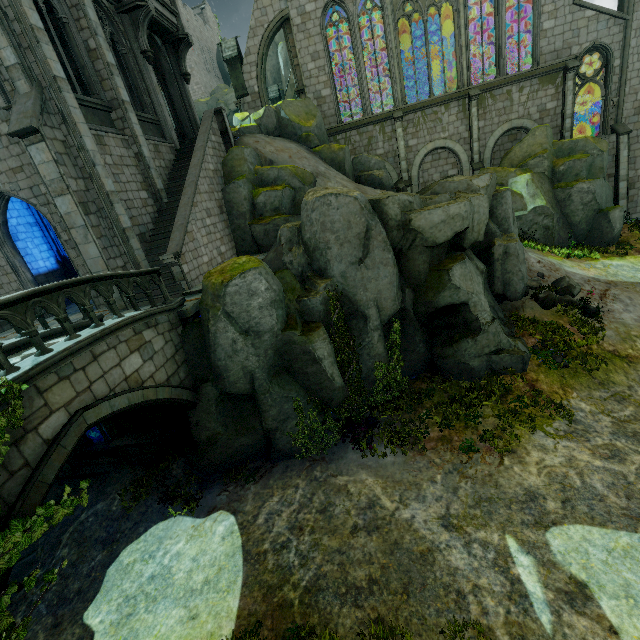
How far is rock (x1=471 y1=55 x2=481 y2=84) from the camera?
27.8 meters

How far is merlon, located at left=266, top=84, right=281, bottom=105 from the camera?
32.6 meters

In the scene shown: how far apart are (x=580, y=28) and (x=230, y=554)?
32.18m

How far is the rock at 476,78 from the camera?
27.80m

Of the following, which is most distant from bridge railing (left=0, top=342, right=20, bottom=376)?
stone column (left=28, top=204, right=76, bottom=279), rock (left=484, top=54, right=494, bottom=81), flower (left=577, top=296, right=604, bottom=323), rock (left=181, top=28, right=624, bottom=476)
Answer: flower (left=577, top=296, right=604, bottom=323)

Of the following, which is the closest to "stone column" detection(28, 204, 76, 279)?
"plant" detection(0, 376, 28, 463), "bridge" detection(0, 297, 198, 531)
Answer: "bridge" detection(0, 297, 198, 531)

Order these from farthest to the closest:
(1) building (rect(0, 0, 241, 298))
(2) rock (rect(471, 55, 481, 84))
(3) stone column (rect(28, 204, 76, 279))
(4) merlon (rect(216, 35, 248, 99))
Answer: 1. (2) rock (rect(471, 55, 481, 84))
2. (4) merlon (rect(216, 35, 248, 99))
3. (3) stone column (rect(28, 204, 76, 279))
4. (1) building (rect(0, 0, 241, 298))

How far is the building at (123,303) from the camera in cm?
1166
